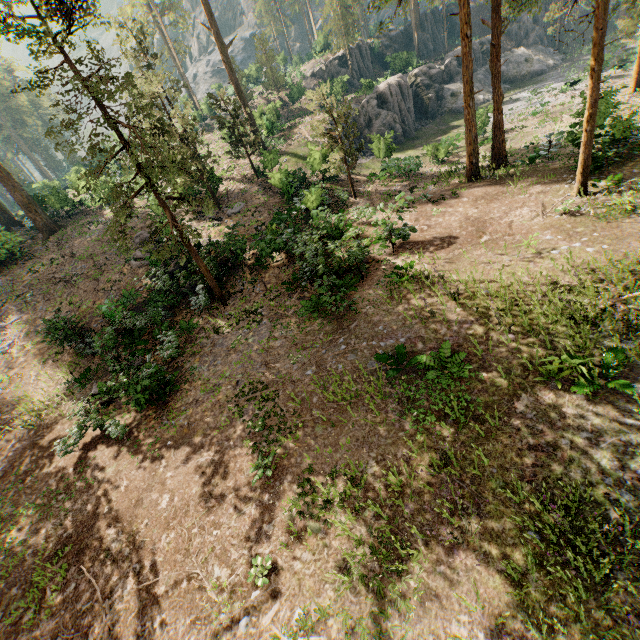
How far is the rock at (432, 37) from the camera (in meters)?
53.31

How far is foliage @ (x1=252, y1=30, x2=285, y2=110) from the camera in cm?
4175

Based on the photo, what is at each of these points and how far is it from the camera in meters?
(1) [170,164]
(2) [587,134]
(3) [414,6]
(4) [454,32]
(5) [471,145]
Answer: (1) foliage, 13.0 m
(2) foliage, 13.5 m
(3) foliage, 47.8 m
(4) rock, 56.7 m
(5) foliage, 19.7 m

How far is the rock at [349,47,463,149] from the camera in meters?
36.1 m

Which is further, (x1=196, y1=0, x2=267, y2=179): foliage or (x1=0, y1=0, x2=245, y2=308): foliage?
(x1=196, y1=0, x2=267, y2=179): foliage

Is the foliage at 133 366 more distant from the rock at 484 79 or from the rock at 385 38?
the rock at 484 79

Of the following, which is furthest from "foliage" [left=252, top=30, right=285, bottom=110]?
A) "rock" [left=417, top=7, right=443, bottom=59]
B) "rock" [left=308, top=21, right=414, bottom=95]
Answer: "rock" [left=308, top=21, right=414, bottom=95]
